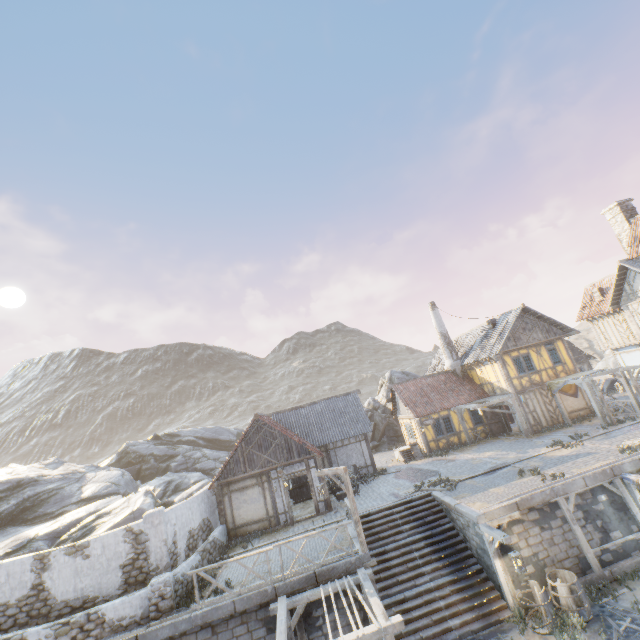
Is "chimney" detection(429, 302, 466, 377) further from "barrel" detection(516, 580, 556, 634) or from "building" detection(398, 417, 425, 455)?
"barrel" detection(516, 580, 556, 634)

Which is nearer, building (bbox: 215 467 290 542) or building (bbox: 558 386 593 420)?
building (bbox: 215 467 290 542)

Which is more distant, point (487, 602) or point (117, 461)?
point (117, 461)

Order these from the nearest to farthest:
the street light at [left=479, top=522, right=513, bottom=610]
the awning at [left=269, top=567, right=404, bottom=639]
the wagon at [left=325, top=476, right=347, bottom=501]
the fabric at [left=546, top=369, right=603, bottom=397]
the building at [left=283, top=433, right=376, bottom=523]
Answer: the awning at [left=269, top=567, right=404, bottom=639] < the street light at [left=479, top=522, right=513, bottom=610] < the building at [left=283, top=433, right=376, bottom=523] < the wagon at [left=325, top=476, right=347, bottom=501] < the fabric at [left=546, top=369, right=603, bottom=397]

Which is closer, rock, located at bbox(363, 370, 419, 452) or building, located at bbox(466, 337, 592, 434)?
building, located at bbox(466, 337, 592, 434)

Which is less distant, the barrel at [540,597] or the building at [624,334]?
the barrel at [540,597]

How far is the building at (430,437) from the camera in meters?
24.5

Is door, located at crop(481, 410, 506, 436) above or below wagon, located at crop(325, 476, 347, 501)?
above
